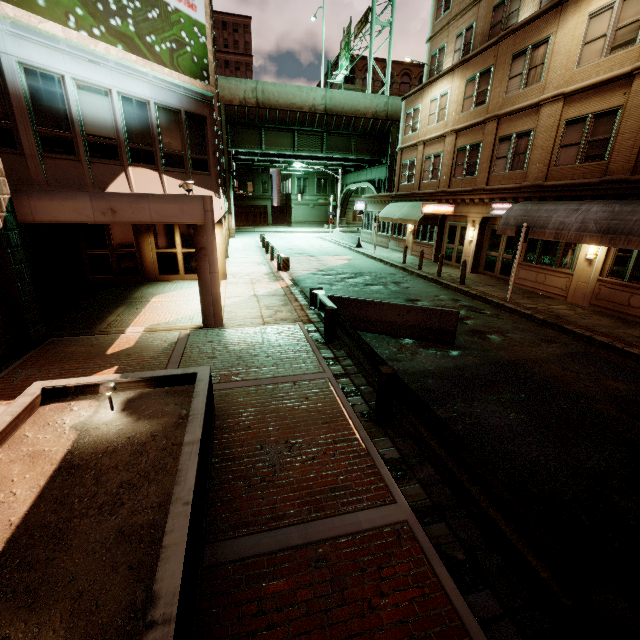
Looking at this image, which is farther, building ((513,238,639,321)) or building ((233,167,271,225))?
building ((233,167,271,225))

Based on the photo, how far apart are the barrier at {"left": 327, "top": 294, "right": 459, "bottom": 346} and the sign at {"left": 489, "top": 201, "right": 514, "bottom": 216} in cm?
989

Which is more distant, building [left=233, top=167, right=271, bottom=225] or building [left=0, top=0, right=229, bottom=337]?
building [left=233, top=167, right=271, bottom=225]

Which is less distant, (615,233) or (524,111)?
(615,233)

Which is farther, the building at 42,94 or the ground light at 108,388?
the building at 42,94

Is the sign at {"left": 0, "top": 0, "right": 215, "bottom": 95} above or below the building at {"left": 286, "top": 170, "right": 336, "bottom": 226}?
above

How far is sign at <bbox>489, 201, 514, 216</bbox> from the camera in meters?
16.1 m

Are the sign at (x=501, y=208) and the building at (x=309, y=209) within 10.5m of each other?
no
